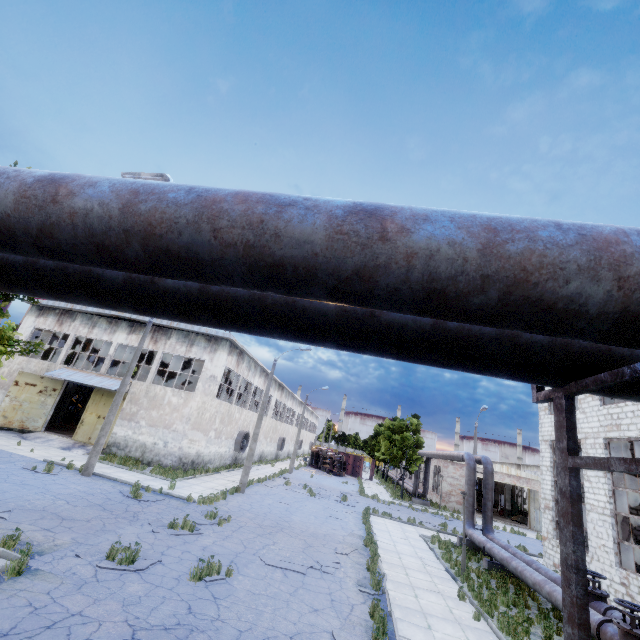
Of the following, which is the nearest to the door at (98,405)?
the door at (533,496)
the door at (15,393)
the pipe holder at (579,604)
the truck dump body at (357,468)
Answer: the door at (15,393)

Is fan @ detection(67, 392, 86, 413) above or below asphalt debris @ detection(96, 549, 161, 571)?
above

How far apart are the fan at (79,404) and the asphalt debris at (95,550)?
30.8m

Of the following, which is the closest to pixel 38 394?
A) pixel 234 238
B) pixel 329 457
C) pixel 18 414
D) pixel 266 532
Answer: pixel 18 414

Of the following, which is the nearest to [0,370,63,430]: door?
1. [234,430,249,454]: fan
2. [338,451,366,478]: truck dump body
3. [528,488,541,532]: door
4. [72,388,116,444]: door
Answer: [72,388,116,444]: door

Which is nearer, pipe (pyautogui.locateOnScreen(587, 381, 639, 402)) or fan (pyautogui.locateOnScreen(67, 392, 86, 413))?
pipe (pyautogui.locateOnScreen(587, 381, 639, 402))

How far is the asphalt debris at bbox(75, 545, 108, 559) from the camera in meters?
8.4 m

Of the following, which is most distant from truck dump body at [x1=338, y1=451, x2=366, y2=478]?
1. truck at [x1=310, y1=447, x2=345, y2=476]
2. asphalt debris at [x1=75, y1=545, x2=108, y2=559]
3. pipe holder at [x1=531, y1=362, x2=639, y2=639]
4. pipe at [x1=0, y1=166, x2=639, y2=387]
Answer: pipe holder at [x1=531, y1=362, x2=639, y2=639]
